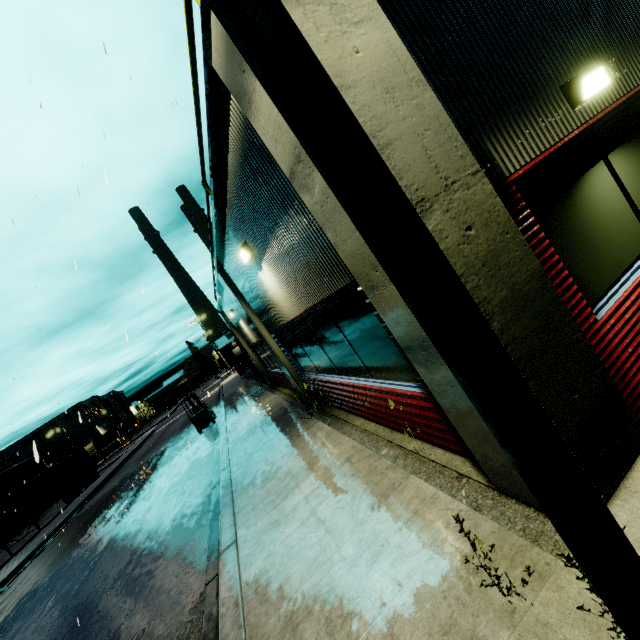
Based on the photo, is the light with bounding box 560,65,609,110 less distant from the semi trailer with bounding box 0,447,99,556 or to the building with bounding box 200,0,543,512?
the building with bounding box 200,0,543,512

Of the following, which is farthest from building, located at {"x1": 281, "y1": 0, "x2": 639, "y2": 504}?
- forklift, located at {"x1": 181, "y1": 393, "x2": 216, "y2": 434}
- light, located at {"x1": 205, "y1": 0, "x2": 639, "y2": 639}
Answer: forklift, located at {"x1": 181, "y1": 393, "x2": 216, "y2": 434}

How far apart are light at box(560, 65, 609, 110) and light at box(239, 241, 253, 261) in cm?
486

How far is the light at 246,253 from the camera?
6.16m

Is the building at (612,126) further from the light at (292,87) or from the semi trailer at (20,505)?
the light at (292,87)

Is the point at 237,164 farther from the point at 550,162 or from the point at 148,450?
the point at 148,450

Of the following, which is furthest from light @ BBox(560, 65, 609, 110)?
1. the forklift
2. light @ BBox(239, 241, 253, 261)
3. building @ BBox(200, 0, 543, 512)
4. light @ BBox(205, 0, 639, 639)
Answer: the forklift

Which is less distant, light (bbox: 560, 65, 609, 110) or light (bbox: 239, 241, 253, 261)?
light (bbox: 560, 65, 609, 110)
